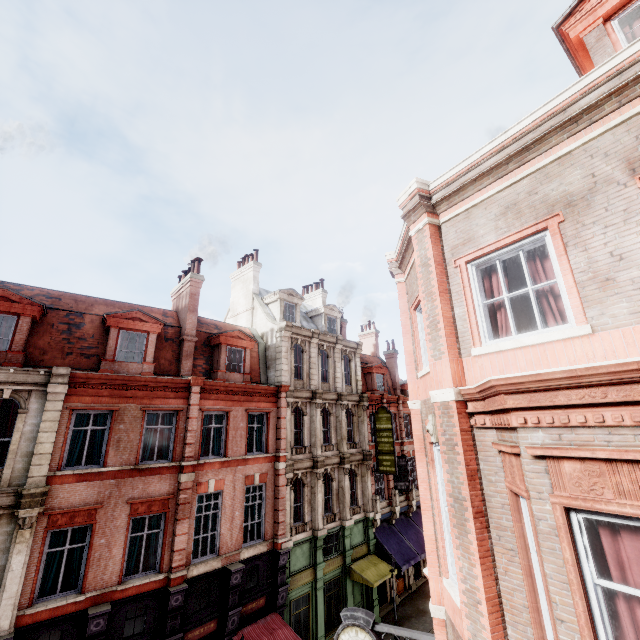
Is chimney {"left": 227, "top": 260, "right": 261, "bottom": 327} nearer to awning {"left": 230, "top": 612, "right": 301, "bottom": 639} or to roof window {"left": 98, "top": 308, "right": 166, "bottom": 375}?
roof window {"left": 98, "top": 308, "right": 166, "bottom": 375}

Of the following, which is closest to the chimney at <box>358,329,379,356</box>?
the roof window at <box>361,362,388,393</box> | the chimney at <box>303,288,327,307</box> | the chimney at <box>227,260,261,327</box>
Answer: the roof window at <box>361,362,388,393</box>

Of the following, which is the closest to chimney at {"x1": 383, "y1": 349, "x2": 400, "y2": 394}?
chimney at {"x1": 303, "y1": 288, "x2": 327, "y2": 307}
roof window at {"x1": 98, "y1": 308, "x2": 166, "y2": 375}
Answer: chimney at {"x1": 303, "y1": 288, "x2": 327, "y2": 307}

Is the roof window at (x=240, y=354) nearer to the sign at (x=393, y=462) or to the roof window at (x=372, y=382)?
the sign at (x=393, y=462)

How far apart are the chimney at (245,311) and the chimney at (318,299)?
6.63m

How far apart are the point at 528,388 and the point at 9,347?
16.7m

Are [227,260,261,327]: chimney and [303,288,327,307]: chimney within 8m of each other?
yes

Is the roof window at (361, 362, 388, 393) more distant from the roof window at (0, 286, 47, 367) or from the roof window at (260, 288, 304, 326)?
the roof window at (0, 286, 47, 367)
